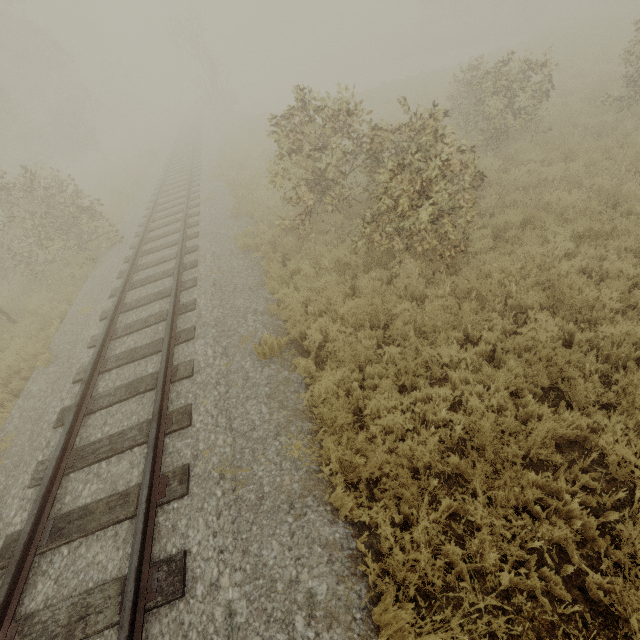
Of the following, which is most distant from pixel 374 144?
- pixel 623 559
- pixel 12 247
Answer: pixel 12 247
